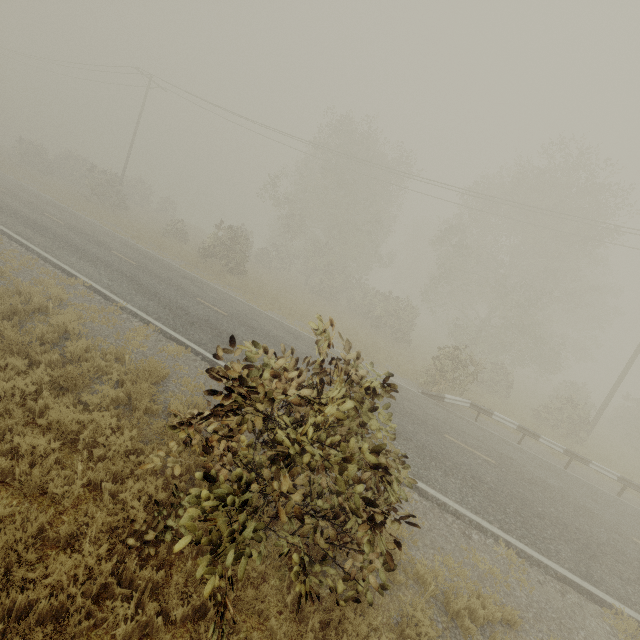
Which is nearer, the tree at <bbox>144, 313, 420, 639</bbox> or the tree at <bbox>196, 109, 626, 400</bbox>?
the tree at <bbox>144, 313, 420, 639</bbox>

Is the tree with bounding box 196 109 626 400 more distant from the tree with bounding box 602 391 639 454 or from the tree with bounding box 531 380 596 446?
the tree with bounding box 531 380 596 446

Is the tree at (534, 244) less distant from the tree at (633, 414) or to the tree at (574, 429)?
the tree at (633, 414)

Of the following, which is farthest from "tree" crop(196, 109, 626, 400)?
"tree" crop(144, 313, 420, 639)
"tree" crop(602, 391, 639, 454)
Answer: "tree" crop(144, 313, 420, 639)

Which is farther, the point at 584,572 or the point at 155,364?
the point at 155,364

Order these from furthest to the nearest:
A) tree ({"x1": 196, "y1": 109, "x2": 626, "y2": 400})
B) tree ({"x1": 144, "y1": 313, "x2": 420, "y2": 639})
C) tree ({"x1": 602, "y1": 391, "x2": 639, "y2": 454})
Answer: tree ({"x1": 602, "y1": 391, "x2": 639, "y2": 454}), tree ({"x1": 196, "y1": 109, "x2": 626, "y2": 400}), tree ({"x1": 144, "y1": 313, "x2": 420, "y2": 639})

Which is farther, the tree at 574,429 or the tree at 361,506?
the tree at 574,429
